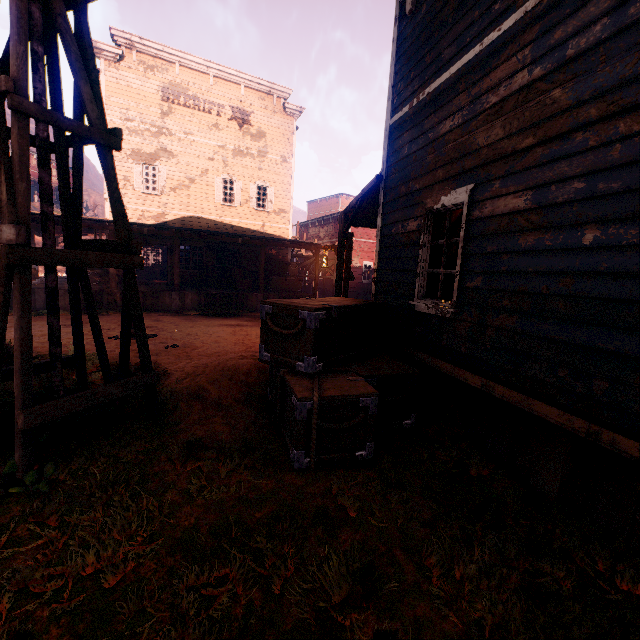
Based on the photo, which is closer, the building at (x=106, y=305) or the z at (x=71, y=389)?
the z at (x=71, y=389)

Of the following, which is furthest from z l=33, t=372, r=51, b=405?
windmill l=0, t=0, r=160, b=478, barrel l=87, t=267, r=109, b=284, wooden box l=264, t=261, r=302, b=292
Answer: barrel l=87, t=267, r=109, b=284

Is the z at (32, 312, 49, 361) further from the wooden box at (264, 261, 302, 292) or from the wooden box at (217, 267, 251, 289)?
the wooden box at (217, 267, 251, 289)

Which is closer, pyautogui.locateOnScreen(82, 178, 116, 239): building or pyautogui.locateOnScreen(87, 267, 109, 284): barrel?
pyautogui.locateOnScreen(82, 178, 116, 239): building

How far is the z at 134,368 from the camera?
5.5 meters

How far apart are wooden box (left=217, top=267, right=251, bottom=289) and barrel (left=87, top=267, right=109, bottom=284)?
5.2 meters

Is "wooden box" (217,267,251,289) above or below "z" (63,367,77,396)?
above

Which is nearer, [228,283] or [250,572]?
[250,572]
